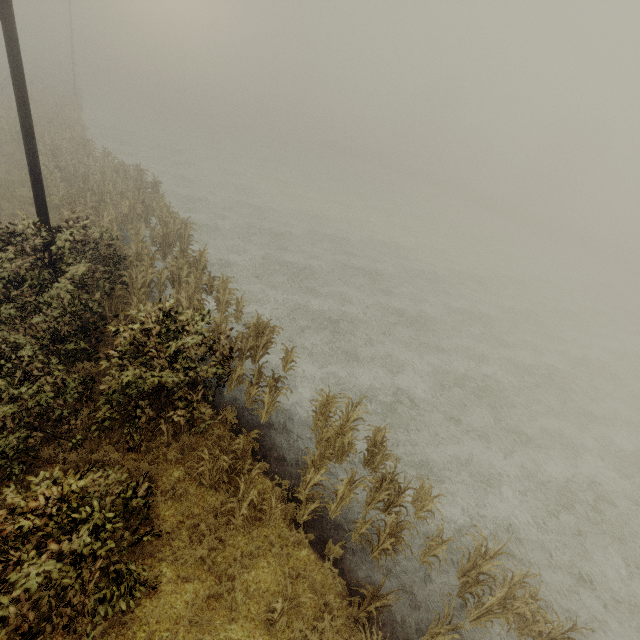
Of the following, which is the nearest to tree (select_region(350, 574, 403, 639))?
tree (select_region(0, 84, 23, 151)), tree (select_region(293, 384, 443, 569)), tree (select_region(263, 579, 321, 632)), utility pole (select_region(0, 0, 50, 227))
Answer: tree (select_region(263, 579, 321, 632))

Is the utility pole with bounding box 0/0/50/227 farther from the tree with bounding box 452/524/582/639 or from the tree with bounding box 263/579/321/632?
the tree with bounding box 452/524/582/639

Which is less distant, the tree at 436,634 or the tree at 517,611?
the tree at 436,634

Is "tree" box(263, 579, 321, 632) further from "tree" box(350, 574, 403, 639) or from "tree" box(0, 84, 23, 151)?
"tree" box(0, 84, 23, 151)

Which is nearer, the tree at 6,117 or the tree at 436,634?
the tree at 436,634

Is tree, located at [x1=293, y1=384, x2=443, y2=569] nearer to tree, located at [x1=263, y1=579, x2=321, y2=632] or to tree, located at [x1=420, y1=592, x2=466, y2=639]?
tree, located at [x1=420, y1=592, x2=466, y2=639]

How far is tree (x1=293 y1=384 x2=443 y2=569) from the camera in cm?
714

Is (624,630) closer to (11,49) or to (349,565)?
(349,565)
